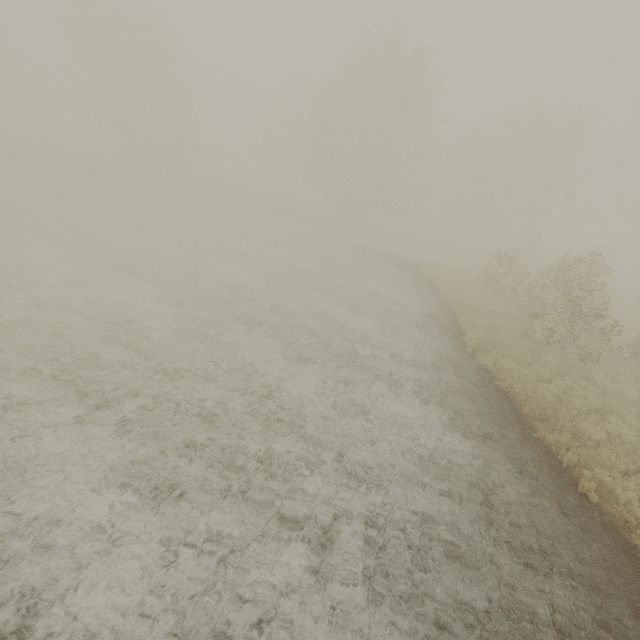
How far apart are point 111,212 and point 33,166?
17.6 meters
